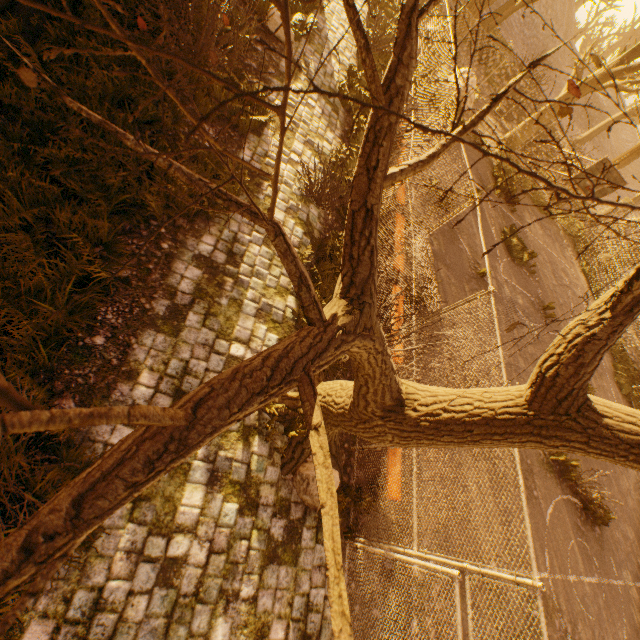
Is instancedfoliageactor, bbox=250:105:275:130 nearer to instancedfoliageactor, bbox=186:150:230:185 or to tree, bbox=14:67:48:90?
instancedfoliageactor, bbox=186:150:230:185

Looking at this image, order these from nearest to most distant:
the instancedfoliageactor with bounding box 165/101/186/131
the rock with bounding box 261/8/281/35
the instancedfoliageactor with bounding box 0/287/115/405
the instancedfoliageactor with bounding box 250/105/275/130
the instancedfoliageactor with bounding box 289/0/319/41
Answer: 1. the instancedfoliageactor with bounding box 0/287/115/405
2. the instancedfoliageactor with bounding box 165/101/186/131
3. the instancedfoliageactor with bounding box 250/105/275/130
4. the rock with bounding box 261/8/281/35
5. the instancedfoliageactor with bounding box 289/0/319/41

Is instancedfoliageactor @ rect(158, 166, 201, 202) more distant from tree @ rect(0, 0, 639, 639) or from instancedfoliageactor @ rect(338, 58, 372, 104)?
instancedfoliageactor @ rect(338, 58, 372, 104)

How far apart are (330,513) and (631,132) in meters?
87.1

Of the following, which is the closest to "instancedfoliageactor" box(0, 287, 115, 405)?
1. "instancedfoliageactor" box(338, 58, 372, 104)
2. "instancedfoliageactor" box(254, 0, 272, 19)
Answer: "instancedfoliageactor" box(254, 0, 272, 19)

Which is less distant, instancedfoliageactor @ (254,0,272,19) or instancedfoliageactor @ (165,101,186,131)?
instancedfoliageactor @ (165,101,186,131)

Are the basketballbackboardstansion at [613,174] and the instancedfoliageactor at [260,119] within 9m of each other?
no

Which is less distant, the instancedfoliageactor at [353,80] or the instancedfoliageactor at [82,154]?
the instancedfoliageactor at [82,154]
